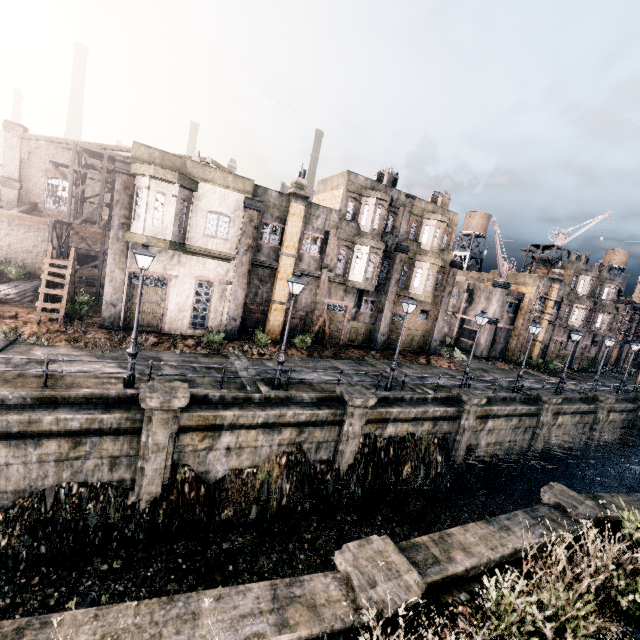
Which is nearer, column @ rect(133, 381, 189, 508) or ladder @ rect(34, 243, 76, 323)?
column @ rect(133, 381, 189, 508)

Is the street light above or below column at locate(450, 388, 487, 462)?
above

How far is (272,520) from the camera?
14.4 meters

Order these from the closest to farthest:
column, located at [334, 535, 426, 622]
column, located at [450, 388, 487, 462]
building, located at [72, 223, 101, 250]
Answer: column, located at [334, 535, 426, 622]
column, located at [450, 388, 487, 462]
building, located at [72, 223, 101, 250]

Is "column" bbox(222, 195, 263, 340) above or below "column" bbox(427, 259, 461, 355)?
below

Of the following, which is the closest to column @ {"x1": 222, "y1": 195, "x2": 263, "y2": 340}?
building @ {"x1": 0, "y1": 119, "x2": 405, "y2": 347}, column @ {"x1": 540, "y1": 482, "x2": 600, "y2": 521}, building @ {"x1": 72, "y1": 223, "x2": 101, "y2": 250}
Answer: building @ {"x1": 0, "y1": 119, "x2": 405, "y2": 347}

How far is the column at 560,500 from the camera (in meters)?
10.90

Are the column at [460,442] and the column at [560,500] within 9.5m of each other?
yes
